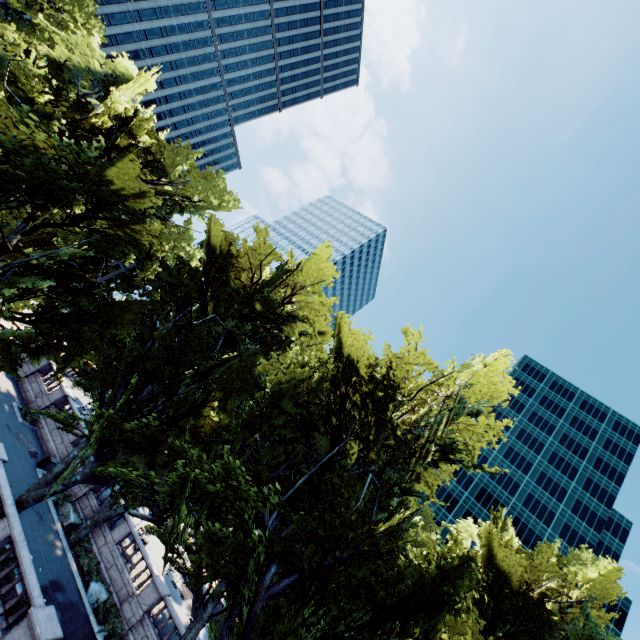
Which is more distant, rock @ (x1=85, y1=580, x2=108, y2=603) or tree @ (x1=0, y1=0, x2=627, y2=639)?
rock @ (x1=85, y1=580, x2=108, y2=603)

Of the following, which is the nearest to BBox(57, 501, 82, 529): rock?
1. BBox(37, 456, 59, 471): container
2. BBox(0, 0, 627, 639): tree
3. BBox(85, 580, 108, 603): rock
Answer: BBox(0, 0, 627, 639): tree

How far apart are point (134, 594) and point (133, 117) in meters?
29.1

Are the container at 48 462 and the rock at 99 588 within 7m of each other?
no

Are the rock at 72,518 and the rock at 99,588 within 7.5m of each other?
yes

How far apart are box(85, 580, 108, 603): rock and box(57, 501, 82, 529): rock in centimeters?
389cm

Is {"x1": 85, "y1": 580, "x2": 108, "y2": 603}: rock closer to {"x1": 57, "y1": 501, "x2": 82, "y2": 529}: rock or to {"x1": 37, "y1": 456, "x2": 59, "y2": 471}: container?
{"x1": 57, "y1": 501, "x2": 82, "y2": 529}: rock

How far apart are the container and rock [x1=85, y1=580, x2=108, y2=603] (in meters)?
9.33
